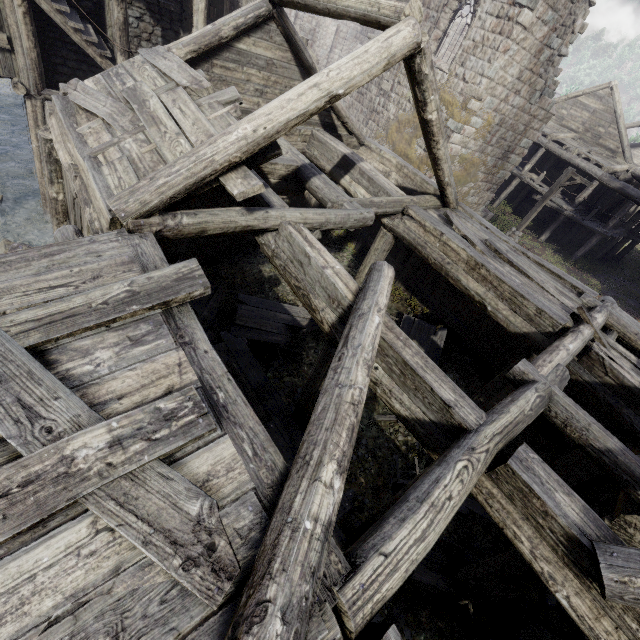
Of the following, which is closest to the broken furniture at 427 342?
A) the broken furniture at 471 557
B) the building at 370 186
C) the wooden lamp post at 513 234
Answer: the building at 370 186

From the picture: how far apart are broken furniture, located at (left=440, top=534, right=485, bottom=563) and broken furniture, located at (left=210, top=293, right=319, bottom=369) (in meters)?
5.51

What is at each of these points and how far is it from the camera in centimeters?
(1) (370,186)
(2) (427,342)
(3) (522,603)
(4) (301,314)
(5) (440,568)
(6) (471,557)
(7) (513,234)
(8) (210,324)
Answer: (1) building, 880cm
(2) broken furniture, 1022cm
(3) broken furniture, 614cm
(4) broken furniture, 1062cm
(5) broken furniture, 682cm
(6) broken furniture, 693cm
(7) wooden lamp post, 1803cm
(8) wooden plank rubble, 992cm

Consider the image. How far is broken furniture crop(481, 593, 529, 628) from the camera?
6.0 meters

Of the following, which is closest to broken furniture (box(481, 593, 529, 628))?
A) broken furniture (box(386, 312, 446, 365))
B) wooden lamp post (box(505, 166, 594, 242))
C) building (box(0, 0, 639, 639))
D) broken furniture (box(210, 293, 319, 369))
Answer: building (box(0, 0, 639, 639))

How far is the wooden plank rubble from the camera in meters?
9.8

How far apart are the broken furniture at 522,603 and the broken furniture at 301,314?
5.5 meters

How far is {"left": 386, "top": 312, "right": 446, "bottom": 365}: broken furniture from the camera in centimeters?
1005cm
